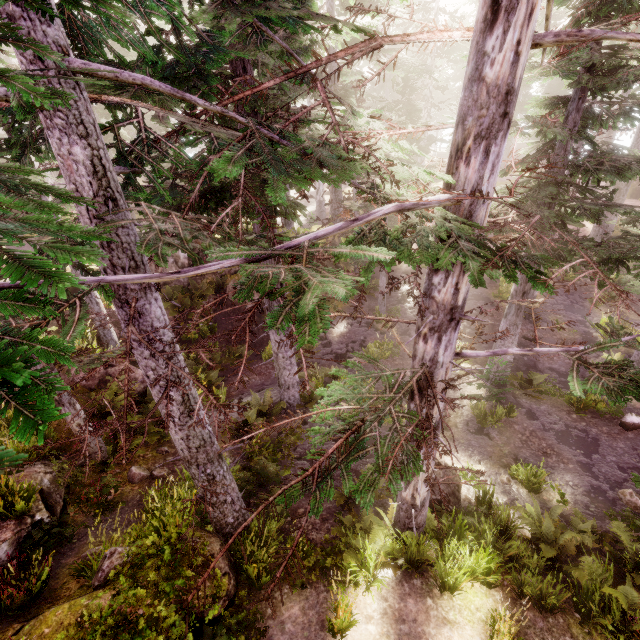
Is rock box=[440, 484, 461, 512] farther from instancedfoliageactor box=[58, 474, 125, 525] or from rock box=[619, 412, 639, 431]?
rock box=[619, 412, 639, 431]

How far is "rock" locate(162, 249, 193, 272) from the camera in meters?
17.7 m

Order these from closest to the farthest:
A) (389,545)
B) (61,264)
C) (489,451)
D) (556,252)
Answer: (61,264) → (389,545) → (556,252) → (489,451)

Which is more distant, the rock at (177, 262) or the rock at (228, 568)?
the rock at (177, 262)

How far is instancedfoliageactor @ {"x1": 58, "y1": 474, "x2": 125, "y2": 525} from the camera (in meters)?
8.34

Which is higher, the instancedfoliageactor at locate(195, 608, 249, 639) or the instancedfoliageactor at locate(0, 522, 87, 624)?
the instancedfoliageactor at locate(0, 522, 87, 624)

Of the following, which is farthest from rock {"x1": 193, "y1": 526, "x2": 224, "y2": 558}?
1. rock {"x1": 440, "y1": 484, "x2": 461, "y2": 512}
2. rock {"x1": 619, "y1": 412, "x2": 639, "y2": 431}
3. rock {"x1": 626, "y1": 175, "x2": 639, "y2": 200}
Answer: rock {"x1": 626, "y1": 175, "x2": 639, "y2": 200}

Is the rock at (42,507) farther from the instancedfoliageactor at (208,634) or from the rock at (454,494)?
the rock at (454,494)
